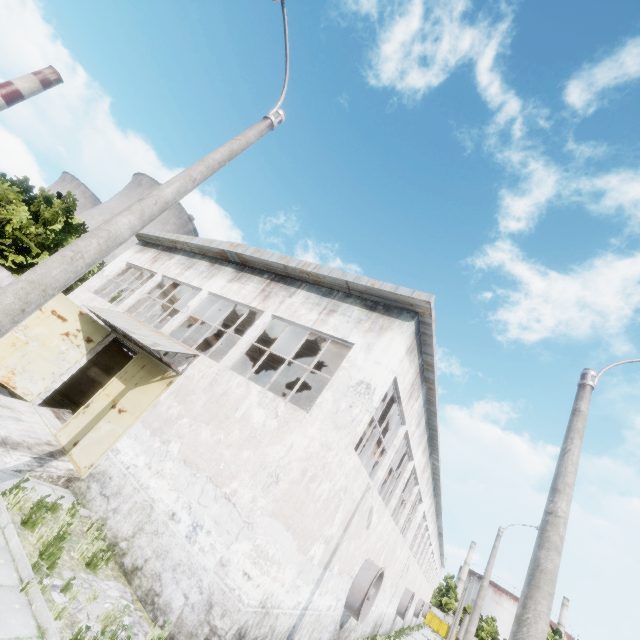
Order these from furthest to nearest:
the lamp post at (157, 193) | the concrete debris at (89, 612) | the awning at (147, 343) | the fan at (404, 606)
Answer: the fan at (404, 606) < the awning at (147, 343) < the concrete debris at (89, 612) < the lamp post at (157, 193)

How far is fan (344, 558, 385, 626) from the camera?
12.20m

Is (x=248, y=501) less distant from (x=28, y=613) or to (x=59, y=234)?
(x=28, y=613)

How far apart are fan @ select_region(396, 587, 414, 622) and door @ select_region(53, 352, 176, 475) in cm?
2657

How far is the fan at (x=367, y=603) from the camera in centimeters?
1220cm

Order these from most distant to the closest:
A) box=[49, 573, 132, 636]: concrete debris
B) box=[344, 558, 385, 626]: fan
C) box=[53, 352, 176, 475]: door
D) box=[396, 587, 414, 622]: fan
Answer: box=[396, 587, 414, 622]: fan, box=[344, 558, 385, 626]: fan, box=[53, 352, 176, 475]: door, box=[49, 573, 132, 636]: concrete debris

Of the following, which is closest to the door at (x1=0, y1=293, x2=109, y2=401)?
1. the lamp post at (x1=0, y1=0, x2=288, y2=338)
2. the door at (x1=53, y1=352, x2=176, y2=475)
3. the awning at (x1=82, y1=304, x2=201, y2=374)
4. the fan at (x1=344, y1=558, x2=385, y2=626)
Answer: the awning at (x1=82, y1=304, x2=201, y2=374)

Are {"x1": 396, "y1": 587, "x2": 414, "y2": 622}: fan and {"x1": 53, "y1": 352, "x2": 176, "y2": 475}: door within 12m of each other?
no
